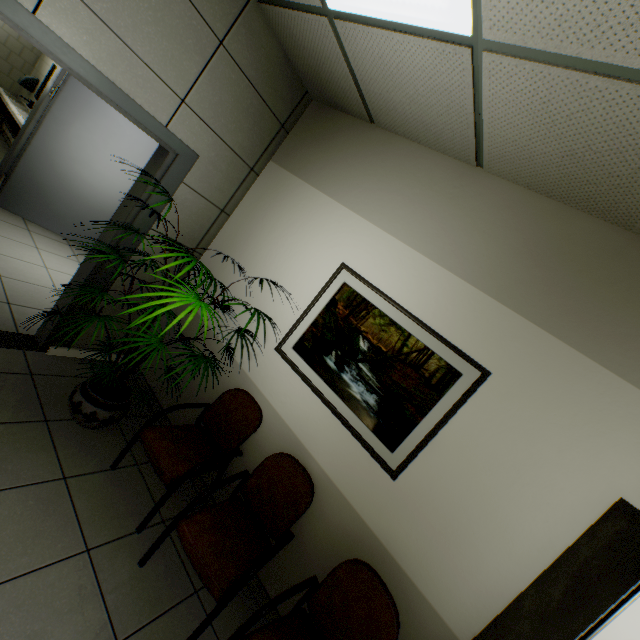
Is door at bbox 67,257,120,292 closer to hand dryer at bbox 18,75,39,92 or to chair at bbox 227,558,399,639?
chair at bbox 227,558,399,639

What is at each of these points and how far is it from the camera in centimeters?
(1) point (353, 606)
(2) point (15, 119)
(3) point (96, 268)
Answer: (1) chair, 179cm
(2) sink, 518cm
(3) door, 269cm

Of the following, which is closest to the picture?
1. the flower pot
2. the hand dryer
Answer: the flower pot

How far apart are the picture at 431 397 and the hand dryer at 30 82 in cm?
876

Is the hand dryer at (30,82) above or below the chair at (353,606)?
above

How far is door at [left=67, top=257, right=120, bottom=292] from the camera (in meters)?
2.69

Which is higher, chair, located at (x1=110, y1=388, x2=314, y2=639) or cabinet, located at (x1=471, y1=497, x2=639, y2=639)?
cabinet, located at (x1=471, y1=497, x2=639, y2=639)

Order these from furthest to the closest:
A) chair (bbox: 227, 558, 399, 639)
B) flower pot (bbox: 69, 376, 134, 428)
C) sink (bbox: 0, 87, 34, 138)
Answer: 1. sink (bbox: 0, 87, 34, 138)
2. flower pot (bbox: 69, 376, 134, 428)
3. chair (bbox: 227, 558, 399, 639)
